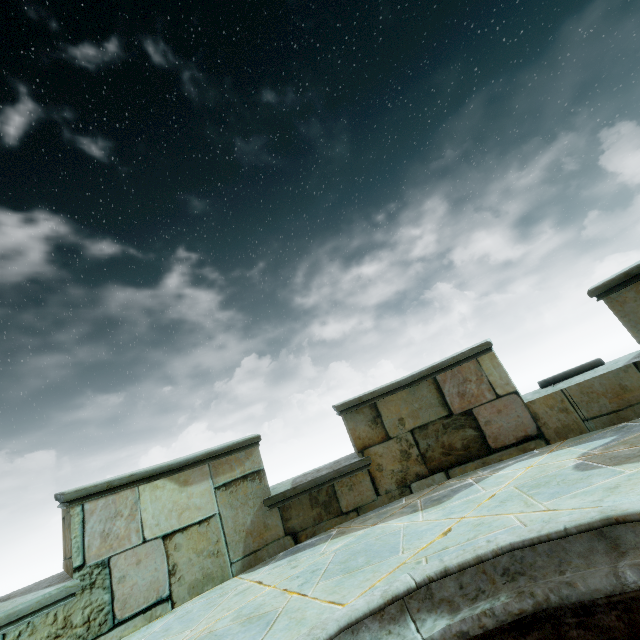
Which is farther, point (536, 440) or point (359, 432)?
point (359, 432)
